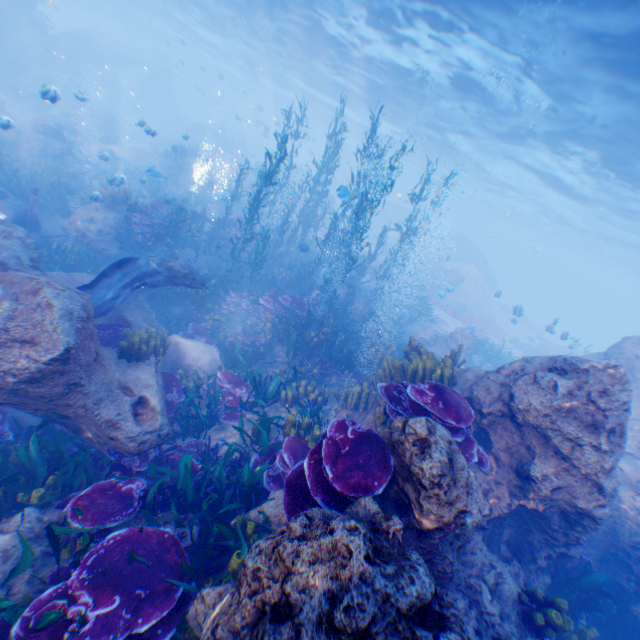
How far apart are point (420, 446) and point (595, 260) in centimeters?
6954cm

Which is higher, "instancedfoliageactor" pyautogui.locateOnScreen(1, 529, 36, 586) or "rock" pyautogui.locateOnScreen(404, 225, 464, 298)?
"rock" pyautogui.locateOnScreen(404, 225, 464, 298)

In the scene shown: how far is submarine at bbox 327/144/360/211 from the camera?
29.2 meters

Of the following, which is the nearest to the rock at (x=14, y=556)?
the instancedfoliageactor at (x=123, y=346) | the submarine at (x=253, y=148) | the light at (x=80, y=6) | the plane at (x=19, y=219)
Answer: the instancedfoliageactor at (x=123, y=346)

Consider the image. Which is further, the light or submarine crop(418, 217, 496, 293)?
submarine crop(418, 217, 496, 293)

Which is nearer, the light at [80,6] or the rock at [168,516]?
the rock at [168,516]

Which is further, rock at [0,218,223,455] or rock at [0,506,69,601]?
rock at [0,218,223,455]

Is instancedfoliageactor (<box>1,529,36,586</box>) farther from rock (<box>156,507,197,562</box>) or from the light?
the light
